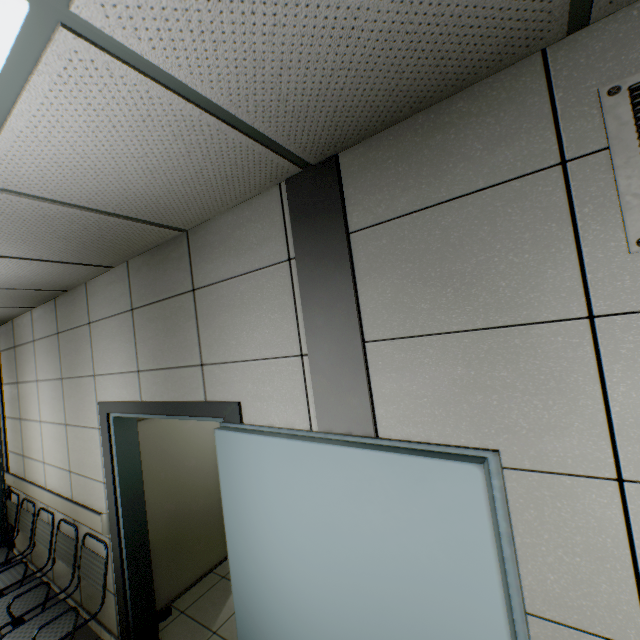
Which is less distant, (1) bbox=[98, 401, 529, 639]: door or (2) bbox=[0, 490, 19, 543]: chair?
(1) bbox=[98, 401, 529, 639]: door

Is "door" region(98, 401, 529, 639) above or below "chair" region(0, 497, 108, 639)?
above

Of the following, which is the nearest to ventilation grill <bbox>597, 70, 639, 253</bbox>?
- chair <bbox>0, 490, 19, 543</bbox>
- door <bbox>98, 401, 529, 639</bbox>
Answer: door <bbox>98, 401, 529, 639</bbox>

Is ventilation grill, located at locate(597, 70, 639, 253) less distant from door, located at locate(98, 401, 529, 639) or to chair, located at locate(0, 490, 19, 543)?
door, located at locate(98, 401, 529, 639)

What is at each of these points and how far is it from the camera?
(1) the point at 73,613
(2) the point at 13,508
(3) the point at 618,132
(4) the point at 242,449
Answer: (1) chair, 2.7 meters
(2) chair, 4.3 meters
(3) ventilation grill, 0.9 meters
(4) door, 1.7 meters

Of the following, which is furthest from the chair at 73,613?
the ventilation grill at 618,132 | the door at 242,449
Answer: the ventilation grill at 618,132

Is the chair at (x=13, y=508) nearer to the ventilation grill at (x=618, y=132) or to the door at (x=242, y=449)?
the door at (x=242, y=449)

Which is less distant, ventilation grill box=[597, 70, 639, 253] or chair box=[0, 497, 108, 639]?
ventilation grill box=[597, 70, 639, 253]
